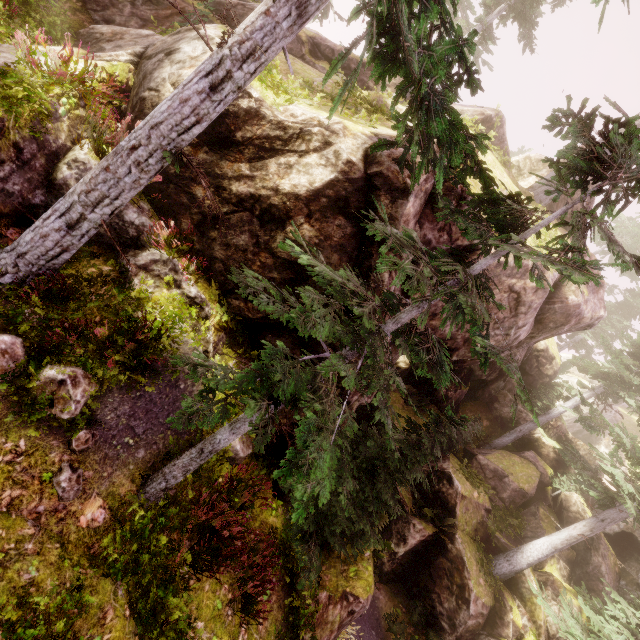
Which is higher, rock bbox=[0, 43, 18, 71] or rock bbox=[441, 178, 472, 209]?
rock bbox=[441, 178, 472, 209]

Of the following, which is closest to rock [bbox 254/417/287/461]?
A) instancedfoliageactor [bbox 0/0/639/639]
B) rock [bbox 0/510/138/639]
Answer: instancedfoliageactor [bbox 0/0/639/639]

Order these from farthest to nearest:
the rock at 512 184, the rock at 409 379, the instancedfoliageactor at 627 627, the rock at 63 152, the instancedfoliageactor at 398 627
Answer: the instancedfoliageactor at 398 627, the instancedfoliageactor at 627 627, the rock at 512 184, the rock at 409 379, the rock at 63 152

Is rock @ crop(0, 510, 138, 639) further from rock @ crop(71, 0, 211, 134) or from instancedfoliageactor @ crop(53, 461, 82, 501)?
rock @ crop(71, 0, 211, 134)

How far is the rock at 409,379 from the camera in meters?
9.2

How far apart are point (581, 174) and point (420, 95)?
2.5m

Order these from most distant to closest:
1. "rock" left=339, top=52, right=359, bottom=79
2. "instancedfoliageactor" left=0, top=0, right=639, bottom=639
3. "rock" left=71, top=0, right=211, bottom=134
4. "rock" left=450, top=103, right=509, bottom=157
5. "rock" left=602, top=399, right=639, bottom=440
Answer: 1. "rock" left=602, top=399, right=639, bottom=440
2. "rock" left=339, top=52, right=359, bottom=79
3. "rock" left=450, top=103, right=509, bottom=157
4. "rock" left=71, top=0, right=211, bottom=134
5. "instancedfoliageactor" left=0, top=0, right=639, bottom=639
